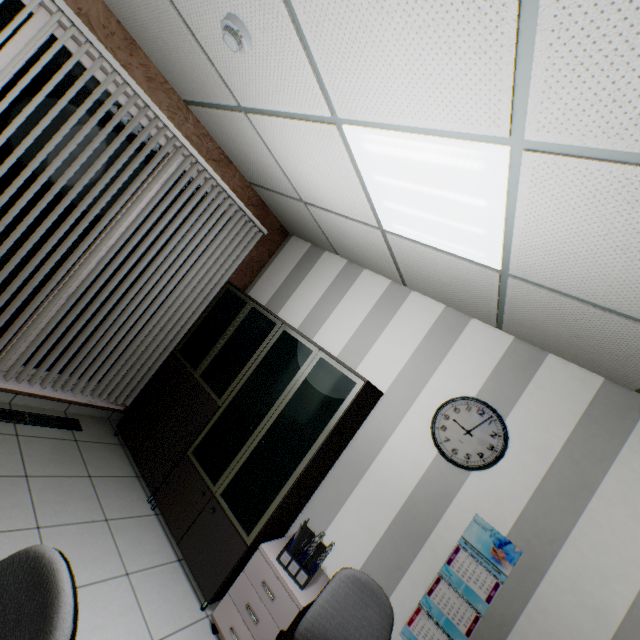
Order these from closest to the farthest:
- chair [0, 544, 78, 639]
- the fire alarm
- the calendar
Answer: chair [0, 544, 78, 639]
the fire alarm
the calendar

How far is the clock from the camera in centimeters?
252cm

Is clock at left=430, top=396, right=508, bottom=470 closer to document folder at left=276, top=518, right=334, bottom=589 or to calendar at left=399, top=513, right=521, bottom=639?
calendar at left=399, top=513, right=521, bottom=639

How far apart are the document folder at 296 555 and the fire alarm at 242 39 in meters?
3.2

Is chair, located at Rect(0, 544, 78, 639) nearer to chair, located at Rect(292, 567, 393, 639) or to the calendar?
chair, located at Rect(292, 567, 393, 639)

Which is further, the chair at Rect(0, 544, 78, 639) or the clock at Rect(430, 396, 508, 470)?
the clock at Rect(430, 396, 508, 470)

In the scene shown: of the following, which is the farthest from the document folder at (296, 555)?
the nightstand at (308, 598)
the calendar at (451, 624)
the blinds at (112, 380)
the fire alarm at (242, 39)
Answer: the fire alarm at (242, 39)

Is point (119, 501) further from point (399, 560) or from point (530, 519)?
point (530, 519)
